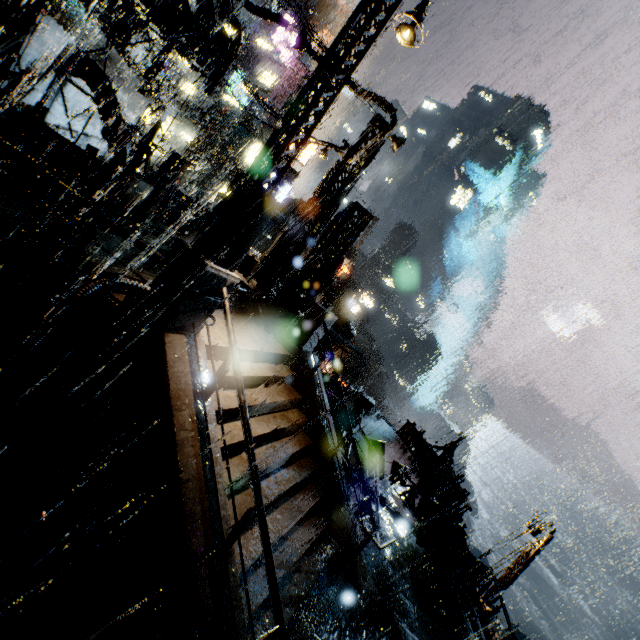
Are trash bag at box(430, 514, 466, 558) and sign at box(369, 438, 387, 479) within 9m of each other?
yes

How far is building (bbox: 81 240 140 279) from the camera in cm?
651

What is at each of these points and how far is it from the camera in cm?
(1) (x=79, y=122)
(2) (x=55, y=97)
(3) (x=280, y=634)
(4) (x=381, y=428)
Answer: (1) building, 1559
(2) building, 1327
(3) railing, 421
(4) building, 2195

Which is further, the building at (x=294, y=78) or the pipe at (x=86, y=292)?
the building at (x=294, y=78)

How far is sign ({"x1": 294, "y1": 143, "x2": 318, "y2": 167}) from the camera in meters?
36.8

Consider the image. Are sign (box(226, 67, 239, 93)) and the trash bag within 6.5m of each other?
no

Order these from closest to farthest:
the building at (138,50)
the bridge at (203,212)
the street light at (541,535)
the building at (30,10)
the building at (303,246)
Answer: the building at (303,246) < the building at (30,10) < the bridge at (203,212) < the building at (138,50) < the street light at (541,535)

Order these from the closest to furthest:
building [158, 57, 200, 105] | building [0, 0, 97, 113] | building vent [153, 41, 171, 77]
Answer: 1. building [0, 0, 97, 113]
2. building vent [153, 41, 171, 77]
3. building [158, 57, 200, 105]
